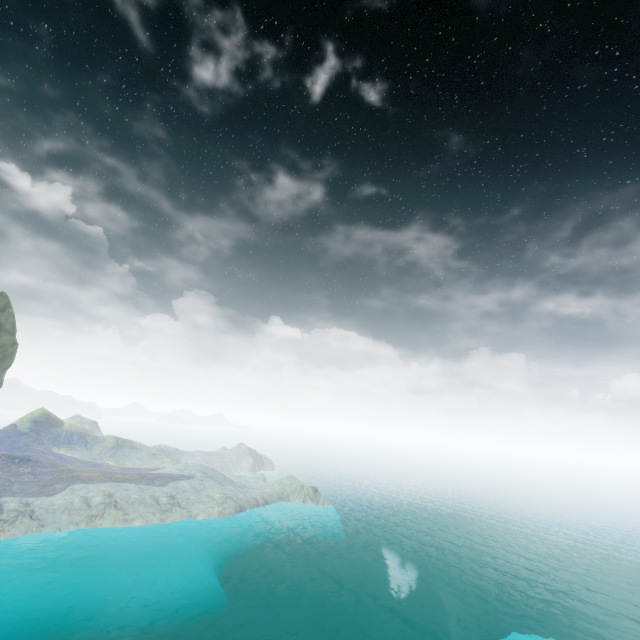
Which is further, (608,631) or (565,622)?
(565,622)
